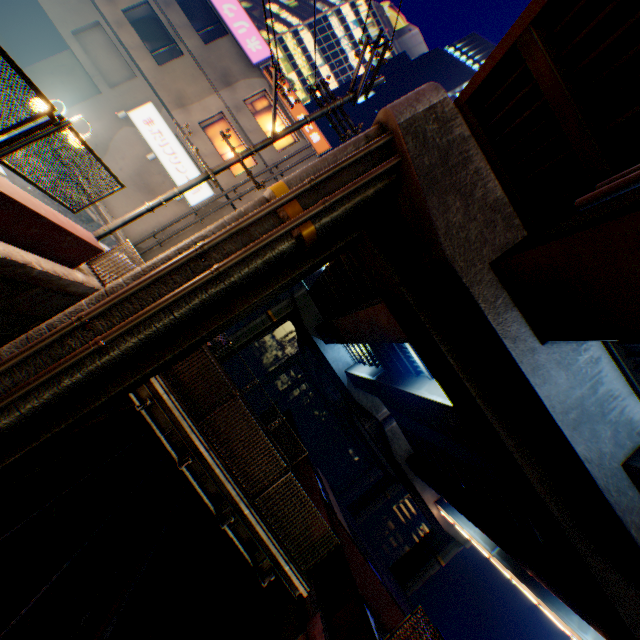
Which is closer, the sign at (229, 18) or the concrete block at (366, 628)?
the concrete block at (366, 628)

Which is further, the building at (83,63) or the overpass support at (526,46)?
the building at (83,63)

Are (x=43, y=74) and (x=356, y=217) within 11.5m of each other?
no

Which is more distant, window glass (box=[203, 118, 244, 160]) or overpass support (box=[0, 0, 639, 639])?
window glass (box=[203, 118, 244, 160])

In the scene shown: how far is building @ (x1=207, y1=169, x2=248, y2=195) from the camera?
18.2 meters

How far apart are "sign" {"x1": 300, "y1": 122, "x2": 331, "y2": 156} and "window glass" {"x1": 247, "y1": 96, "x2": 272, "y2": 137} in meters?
0.5

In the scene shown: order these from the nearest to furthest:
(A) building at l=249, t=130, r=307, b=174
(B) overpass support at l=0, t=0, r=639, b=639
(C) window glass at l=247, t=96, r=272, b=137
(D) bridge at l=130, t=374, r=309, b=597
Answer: (B) overpass support at l=0, t=0, r=639, b=639 < (D) bridge at l=130, t=374, r=309, b=597 < (A) building at l=249, t=130, r=307, b=174 < (C) window glass at l=247, t=96, r=272, b=137

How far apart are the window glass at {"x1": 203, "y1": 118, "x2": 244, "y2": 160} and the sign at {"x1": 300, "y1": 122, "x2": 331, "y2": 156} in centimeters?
315cm
